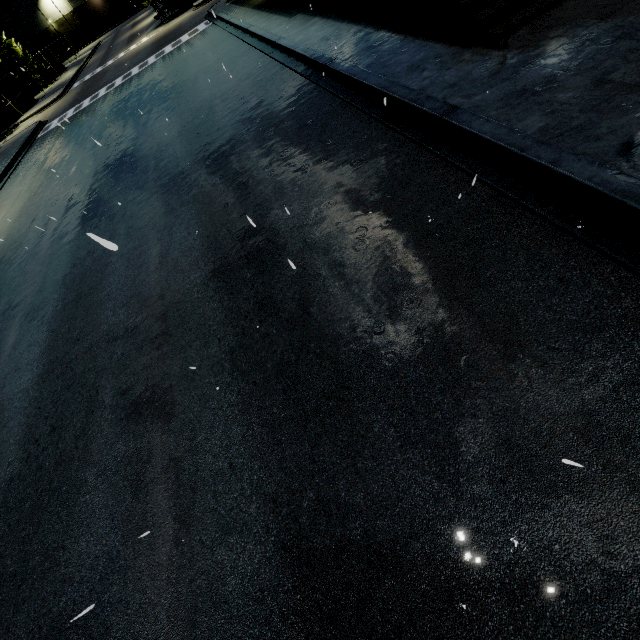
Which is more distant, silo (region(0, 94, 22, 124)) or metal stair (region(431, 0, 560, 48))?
silo (region(0, 94, 22, 124))

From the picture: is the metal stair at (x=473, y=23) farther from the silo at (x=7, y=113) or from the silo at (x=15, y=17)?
the silo at (x=15, y=17)

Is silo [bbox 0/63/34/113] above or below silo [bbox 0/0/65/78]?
below

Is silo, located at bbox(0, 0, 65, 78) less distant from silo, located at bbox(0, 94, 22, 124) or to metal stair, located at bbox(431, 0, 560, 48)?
silo, located at bbox(0, 94, 22, 124)

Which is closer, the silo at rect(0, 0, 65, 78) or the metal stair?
the metal stair

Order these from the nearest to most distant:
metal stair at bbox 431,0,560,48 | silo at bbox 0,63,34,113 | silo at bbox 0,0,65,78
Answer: metal stair at bbox 431,0,560,48
silo at bbox 0,63,34,113
silo at bbox 0,0,65,78

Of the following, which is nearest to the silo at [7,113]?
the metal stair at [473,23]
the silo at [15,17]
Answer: the silo at [15,17]

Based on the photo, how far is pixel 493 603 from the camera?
2.2m
